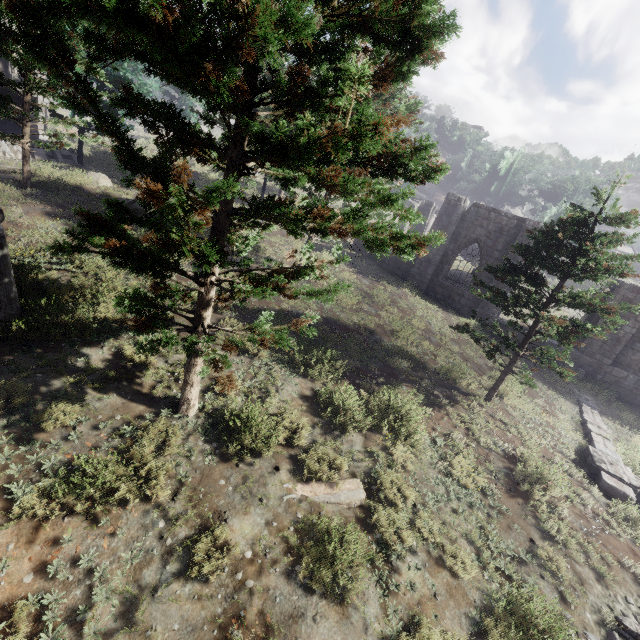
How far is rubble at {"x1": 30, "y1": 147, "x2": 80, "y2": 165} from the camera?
20.2m

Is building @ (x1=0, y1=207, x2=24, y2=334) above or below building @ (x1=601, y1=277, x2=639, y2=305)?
below

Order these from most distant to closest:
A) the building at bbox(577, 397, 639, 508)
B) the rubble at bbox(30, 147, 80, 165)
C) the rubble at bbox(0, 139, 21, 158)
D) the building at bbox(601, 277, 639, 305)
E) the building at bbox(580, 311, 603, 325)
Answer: the rubble at bbox(30, 147, 80, 165) < the rubble at bbox(0, 139, 21, 158) < the building at bbox(580, 311, 603, 325) < the building at bbox(601, 277, 639, 305) < the building at bbox(577, 397, 639, 508)

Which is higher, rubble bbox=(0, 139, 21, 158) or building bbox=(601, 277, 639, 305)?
building bbox=(601, 277, 639, 305)

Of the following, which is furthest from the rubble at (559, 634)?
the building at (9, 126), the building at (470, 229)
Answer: the building at (9, 126)

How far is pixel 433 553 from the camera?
6.5 meters

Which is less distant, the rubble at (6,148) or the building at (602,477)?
the building at (602,477)

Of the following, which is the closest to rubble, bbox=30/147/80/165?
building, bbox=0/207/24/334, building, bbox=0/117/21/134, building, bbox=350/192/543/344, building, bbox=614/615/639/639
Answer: building, bbox=0/117/21/134
